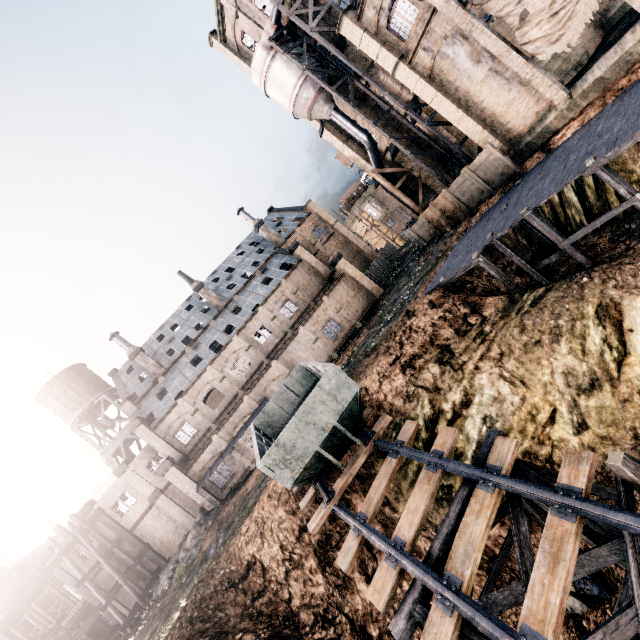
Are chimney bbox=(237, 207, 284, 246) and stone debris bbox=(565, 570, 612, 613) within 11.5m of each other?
no

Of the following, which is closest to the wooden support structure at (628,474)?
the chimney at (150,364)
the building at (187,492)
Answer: the building at (187,492)

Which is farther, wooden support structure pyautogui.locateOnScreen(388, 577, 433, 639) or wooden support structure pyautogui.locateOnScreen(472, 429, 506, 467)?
wooden support structure pyautogui.locateOnScreen(472, 429, 506, 467)

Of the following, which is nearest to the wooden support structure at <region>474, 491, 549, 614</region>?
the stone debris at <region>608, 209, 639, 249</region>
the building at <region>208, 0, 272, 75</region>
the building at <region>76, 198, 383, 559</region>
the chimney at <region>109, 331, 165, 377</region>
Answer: the stone debris at <region>608, 209, 639, 249</region>

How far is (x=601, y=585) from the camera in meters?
9.9

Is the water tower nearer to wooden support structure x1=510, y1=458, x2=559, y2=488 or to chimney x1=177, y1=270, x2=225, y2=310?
chimney x1=177, y1=270, x2=225, y2=310

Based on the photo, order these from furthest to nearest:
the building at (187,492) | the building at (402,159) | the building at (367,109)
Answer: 1. the building at (187,492)
2. the building at (402,159)
3. the building at (367,109)

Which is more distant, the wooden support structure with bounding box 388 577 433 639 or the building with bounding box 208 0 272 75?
the building with bounding box 208 0 272 75
